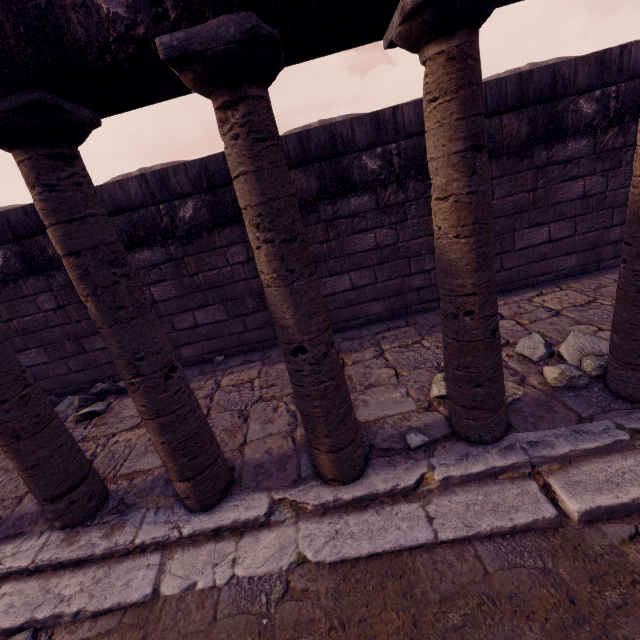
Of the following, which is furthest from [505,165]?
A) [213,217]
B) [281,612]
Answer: [281,612]

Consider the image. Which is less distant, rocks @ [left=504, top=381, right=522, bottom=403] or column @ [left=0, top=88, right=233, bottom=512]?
column @ [left=0, top=88, right=233, bottom=512]

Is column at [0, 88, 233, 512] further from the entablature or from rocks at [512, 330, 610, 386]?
rocks at [512, 330, 610, 386]

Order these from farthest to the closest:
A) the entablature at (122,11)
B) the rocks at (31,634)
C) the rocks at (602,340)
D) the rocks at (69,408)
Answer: the rocks at (69,408) < the rocks at (602,340) < the rocks at (31,634) < the entablature at (122,11)

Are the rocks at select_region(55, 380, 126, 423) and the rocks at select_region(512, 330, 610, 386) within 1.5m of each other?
no

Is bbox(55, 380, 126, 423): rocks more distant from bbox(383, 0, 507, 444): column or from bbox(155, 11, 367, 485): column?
bbox(383, 0, 507, 444): column

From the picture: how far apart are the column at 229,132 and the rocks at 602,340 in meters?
1.7

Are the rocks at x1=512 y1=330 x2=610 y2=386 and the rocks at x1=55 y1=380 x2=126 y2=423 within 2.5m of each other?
no
